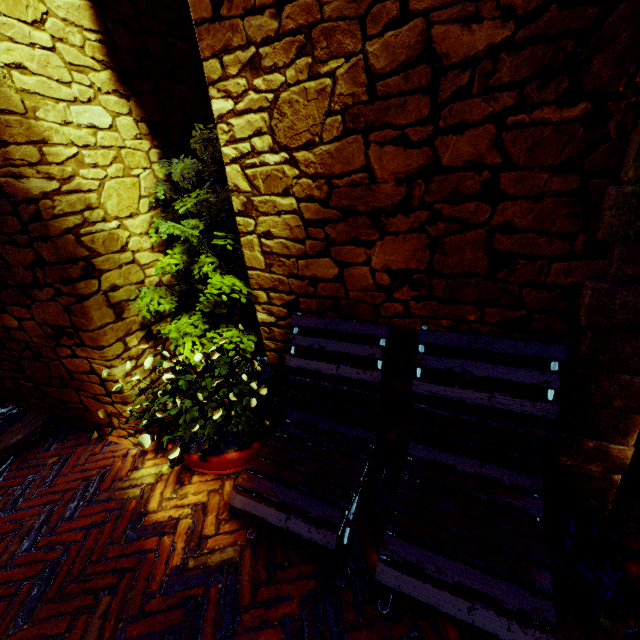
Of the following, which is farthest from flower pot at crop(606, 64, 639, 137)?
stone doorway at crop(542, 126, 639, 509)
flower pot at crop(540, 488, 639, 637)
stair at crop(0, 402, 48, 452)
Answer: stair at crop(0, 402, 48, 452)

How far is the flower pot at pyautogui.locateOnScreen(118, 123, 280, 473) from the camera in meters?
2.1 m

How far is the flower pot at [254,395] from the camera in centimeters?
208cm

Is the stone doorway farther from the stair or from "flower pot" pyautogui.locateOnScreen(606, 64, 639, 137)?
the stair

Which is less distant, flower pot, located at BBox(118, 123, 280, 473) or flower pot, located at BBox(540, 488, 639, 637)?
flower pot, located at BBox(540, 488, 639, 637)

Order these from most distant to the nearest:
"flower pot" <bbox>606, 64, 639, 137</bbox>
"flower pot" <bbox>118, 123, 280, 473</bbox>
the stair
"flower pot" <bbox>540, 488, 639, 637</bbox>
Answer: the stair, "flower pot" <bbox>118, 123, 280, 473</bbox>, "flower pot" <bbox>540, 488, 639, 637</bbox>, "flower pot" <bbox>606, 64, 639, 137</bbox>

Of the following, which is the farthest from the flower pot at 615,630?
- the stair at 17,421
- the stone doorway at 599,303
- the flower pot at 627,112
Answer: the stair at 17,421

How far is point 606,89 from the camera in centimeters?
107cm
